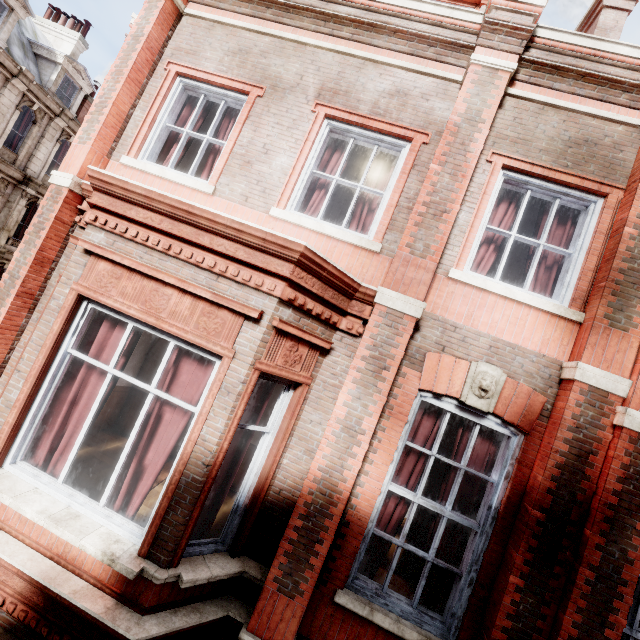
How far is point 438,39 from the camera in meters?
4.3

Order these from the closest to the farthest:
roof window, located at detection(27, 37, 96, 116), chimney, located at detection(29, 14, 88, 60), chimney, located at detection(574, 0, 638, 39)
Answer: chimney, located at detection(574, 0, 638, 39) < roof window, located at detection(27, 37, 96, 116) < chimney, located at detection(29, 14, 88, 60)

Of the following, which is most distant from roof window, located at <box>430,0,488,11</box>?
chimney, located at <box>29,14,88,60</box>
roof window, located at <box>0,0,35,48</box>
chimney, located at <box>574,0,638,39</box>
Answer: chimney, located at <box>29,14,88,60</box>

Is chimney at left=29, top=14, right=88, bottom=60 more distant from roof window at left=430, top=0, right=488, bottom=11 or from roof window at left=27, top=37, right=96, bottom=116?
roof window at left=430, top=0, right=488, bottom=11

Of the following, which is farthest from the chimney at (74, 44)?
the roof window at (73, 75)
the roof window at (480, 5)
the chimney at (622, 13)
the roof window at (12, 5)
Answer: the chimney at (622, 13)

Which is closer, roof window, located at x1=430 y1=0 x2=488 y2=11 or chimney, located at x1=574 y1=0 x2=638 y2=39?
roof window, located at x1=430 y1=0 x2=488 y2=11

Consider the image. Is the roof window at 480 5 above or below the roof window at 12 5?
below

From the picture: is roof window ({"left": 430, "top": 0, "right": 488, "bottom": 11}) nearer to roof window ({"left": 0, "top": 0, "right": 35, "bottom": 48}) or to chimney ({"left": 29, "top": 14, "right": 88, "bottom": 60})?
roof window ({"left": 0, "top": 0, "right": 35, "bottom": 48})
